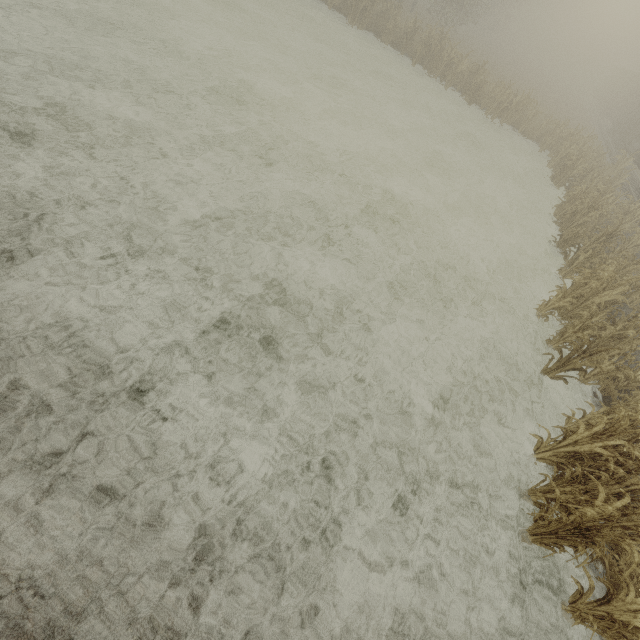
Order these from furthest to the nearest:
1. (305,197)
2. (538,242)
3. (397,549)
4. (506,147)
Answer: (506,147) < (538,242) < (305,197) < (397,549)
